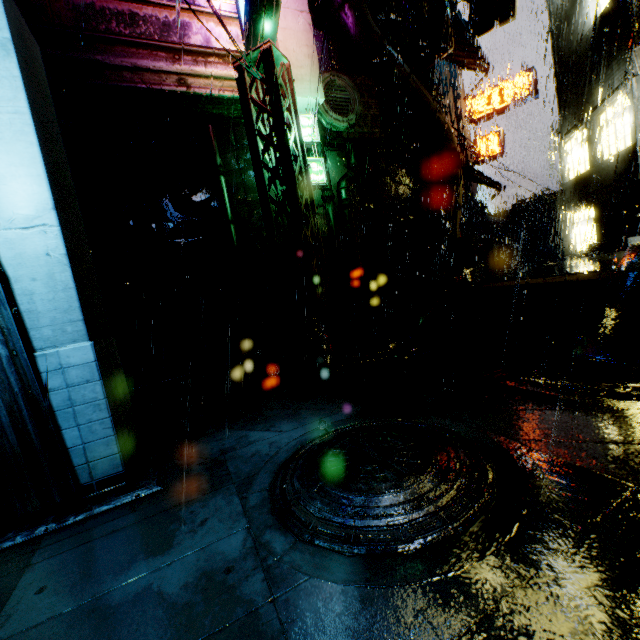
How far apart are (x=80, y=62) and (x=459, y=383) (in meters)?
11.39

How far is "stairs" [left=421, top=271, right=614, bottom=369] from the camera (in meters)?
5.83

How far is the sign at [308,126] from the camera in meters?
10.4

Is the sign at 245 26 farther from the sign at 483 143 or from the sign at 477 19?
the sign at 483 143

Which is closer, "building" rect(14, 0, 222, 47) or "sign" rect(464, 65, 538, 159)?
"building" rect(14, 0, 222, 47)

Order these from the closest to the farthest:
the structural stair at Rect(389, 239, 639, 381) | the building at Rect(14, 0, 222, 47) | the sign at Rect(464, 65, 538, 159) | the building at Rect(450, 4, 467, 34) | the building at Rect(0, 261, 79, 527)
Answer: the building at Rect(0, 261, 79, 527) → the structural stair at Rect(389, 239, 639, 381) → the building at Rect(14, 0, 222, 47) → the building at Rect(450, 4, 467, 34) → the sign at Rect(464, 65, 538, 159)

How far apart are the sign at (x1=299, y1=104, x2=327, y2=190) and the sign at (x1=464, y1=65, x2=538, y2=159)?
16.7 meters

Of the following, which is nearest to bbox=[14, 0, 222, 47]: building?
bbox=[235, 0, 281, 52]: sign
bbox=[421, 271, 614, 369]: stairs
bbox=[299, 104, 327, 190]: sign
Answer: bbox=[235, 0, 281, 52]: sign
